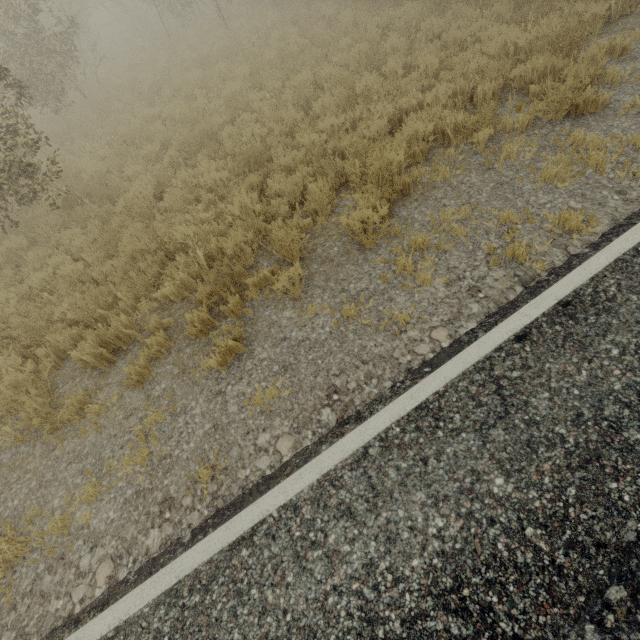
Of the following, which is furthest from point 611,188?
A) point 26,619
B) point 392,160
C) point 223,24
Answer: point 223,24
